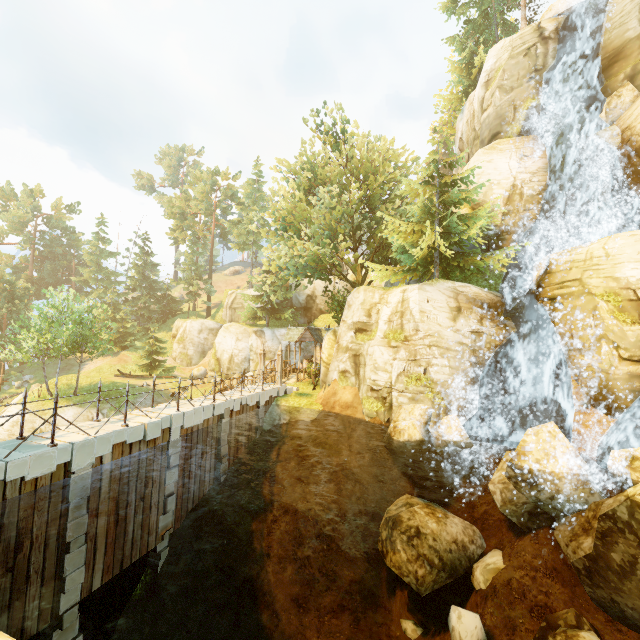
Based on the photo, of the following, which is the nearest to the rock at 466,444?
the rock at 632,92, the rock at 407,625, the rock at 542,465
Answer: the rock at 542,465

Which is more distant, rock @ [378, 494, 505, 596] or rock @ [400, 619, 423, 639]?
rock @ [378, 494, 505, 596]

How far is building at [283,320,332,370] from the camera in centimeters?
3072cm

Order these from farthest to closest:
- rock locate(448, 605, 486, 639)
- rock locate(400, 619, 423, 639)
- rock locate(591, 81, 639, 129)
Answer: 1. rock locate(591, 81, 639, 129)
2. rock locate(400, 619, 423, 639)
3. rock locate(448, 605, 486, 639)

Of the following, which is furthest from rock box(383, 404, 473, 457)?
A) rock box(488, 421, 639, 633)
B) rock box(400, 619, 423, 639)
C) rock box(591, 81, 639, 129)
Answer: rock box(591, 81, 639, 129)

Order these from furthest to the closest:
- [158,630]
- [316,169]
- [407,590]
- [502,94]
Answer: [316,169] → [502,94] → [407,590] → [158,630]

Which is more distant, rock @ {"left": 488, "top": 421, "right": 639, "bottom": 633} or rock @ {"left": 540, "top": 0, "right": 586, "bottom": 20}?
rock @ {"left": 540, "top": 0, "right": 586, "bottom": 20}

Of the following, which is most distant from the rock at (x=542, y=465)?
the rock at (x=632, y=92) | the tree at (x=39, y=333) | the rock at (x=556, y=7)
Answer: the rock at (x=556, y=7)
